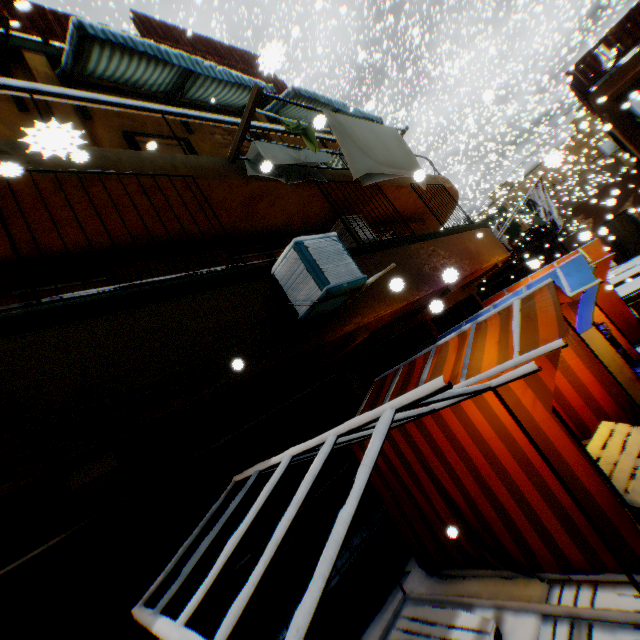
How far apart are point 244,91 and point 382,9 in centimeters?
2578cm

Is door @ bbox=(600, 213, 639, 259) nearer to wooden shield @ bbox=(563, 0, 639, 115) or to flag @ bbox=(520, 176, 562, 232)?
wooden shield @ bbox=(563, 0, 639, 115)

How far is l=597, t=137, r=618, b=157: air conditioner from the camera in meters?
17.8

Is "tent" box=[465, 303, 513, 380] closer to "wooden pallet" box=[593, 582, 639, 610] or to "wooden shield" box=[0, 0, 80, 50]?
"wooden pallet" box=[593, 582, 639, 610]

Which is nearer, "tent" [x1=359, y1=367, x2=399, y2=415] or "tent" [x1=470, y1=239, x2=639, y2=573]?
"tent" [x1=470, y1=239, x2=639, y2=573]

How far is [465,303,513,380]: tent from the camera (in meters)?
3.45

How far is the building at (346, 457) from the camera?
5.2m
